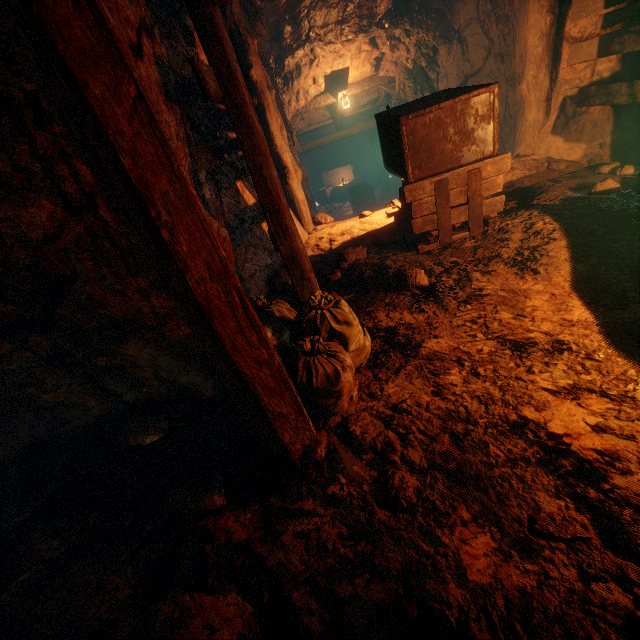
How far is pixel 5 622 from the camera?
1.7m

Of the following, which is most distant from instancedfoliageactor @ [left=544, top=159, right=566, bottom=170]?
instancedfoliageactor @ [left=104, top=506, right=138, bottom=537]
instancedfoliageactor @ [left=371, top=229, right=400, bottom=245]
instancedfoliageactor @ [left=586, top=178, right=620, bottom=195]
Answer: instancedfoliageactor @ [left=104, top=506, right=138, bottom=537]

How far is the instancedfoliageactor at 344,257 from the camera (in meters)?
4.18

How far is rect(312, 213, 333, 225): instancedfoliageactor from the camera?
6.0 meters

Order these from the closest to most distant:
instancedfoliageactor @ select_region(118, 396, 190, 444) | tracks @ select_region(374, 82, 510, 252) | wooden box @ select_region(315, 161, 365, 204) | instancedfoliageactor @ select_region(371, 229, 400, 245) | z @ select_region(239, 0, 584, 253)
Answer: instancedfoliageactor @ select_region(118, 396, 190, 444) < tracks @ select_region(374, 82, 510, 252) < instancedfoliageactor @ select_region(371, 229, 400, 245) < z @ select_region(239, 0, 584, 253) < wooden box @ select_region(315, 161, 365, 204)

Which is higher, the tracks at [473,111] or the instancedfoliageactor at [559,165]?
the tracks at [473,111]

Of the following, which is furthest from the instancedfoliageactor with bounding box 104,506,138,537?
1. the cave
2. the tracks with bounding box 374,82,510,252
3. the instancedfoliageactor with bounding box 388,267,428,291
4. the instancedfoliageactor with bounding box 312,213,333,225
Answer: the instancedfoliageactor with bounding box 312,213,333,225

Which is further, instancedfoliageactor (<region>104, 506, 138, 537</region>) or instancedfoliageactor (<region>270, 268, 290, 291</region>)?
instancedfoliageactor (<region>270, 268, 290, 291</region>)
